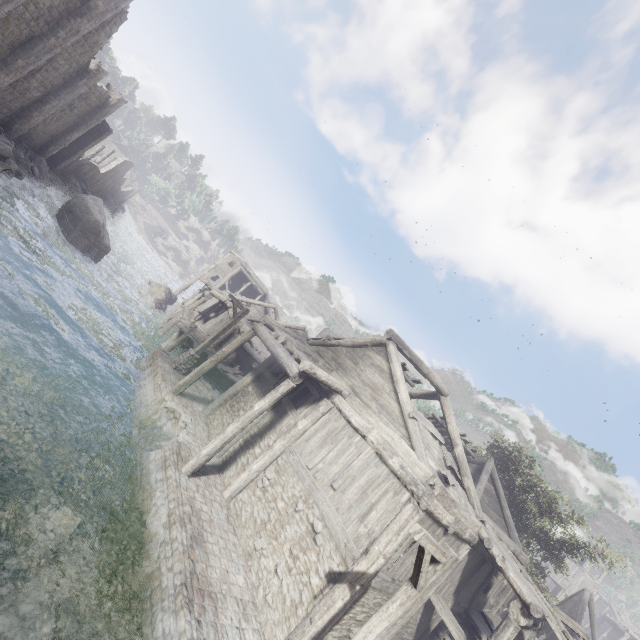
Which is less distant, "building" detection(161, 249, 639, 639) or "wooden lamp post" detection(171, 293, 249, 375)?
"building" detection(161, 249, 639, 639)

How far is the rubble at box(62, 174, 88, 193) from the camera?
35.7 meters

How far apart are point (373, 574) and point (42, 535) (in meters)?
7.48

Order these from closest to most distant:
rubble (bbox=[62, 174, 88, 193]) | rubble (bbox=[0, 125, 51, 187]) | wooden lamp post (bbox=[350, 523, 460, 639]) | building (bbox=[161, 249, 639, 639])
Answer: wooden lamp post (bbox=[350, 523, 460, 639]) < building (bbox=[161, 249, 639, 639]) < rubble (bbox=[0, 125, 51, 187]) < rubble (bbox=[62, 174, 88, 193])

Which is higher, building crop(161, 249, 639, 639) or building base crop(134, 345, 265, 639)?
building crop(161, 249, 639, 639)

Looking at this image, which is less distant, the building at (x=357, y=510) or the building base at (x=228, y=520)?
the building base at (x=228, y=520)

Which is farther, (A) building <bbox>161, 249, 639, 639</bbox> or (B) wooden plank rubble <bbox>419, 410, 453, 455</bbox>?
(B) wooden plank rubble <bbox>419, 410, 453, 455</bbox>

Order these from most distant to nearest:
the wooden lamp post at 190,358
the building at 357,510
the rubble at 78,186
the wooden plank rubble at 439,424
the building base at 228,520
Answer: the rubble at 78,186 → the wooden plank rubble at 439,424 → the wooden lamp post at 190,358 → the building at 357,510 → the building base at 228,520
